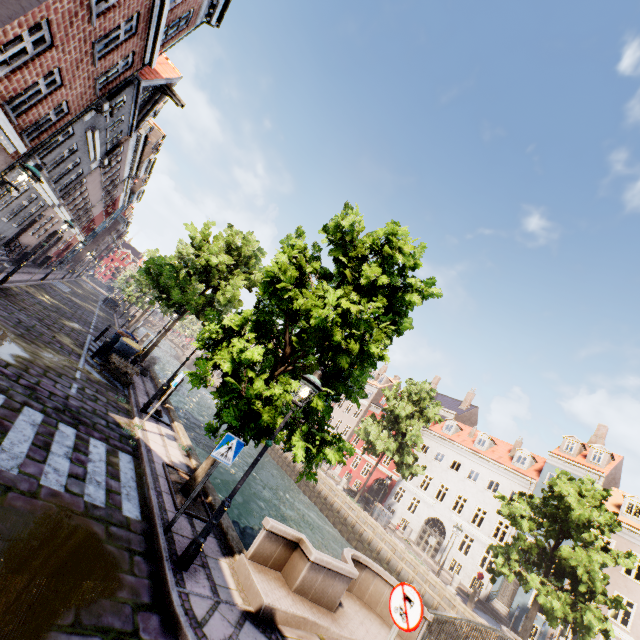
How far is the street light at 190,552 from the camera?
5.10m

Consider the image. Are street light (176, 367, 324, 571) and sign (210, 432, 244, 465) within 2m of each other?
yes

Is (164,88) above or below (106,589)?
above

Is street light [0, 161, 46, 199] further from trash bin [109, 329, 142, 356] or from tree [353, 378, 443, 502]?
trash bin [109, 329, 142, 356]

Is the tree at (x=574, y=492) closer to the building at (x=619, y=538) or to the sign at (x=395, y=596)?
the sign at (x=395, y=596)

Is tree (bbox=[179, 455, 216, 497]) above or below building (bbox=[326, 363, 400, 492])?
below

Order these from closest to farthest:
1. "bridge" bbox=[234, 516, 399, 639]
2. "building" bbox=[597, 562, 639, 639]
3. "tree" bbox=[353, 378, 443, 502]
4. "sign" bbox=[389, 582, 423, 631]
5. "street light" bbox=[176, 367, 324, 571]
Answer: "sign" bbox=[389, 582, 423, 631]
"street light" bbox=[176, 367, 324, 571]
"bridge" bbox=[234, 516, 399, 639]
"building" bbox=[597, 562, 639, 639]
"tree" bbox=[353, 378, 443, 502]

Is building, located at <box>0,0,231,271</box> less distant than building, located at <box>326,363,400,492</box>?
Yes
